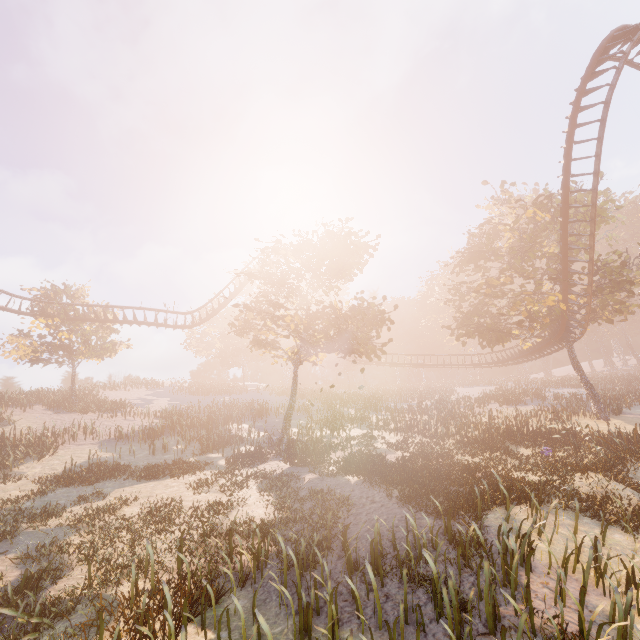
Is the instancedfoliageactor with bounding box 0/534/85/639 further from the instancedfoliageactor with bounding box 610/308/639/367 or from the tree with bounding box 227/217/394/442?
the instancedfoliageactor with bounding box 610/308/639/367

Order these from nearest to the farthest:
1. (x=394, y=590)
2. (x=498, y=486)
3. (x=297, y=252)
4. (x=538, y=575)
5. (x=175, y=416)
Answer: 1. (x=394, y=590)
2. (x=538, y=575)
3. (x=498, y=486)
4. (x=297, y=252)
5. (x=175, y=416)

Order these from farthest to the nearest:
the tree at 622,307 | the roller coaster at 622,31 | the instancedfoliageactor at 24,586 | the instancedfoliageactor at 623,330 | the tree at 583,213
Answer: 1. the instancedfoliageactor at 623,330
2. the tree at 583,213
3. the tree at 622,307
4. the roller coaster at 622,31
5. the instancedfoliageactor at 24,586

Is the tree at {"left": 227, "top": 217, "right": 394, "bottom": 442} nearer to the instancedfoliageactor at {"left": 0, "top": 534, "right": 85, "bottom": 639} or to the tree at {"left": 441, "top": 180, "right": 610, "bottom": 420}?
the tree at {"left": 441, "top": 180, "right": 610, "bottom": 420}

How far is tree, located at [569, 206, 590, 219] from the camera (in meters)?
24.26

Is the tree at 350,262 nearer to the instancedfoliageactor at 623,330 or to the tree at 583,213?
the tree at 583,213

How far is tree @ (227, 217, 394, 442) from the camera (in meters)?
19.86

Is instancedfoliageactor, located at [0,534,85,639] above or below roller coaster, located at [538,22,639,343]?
below
